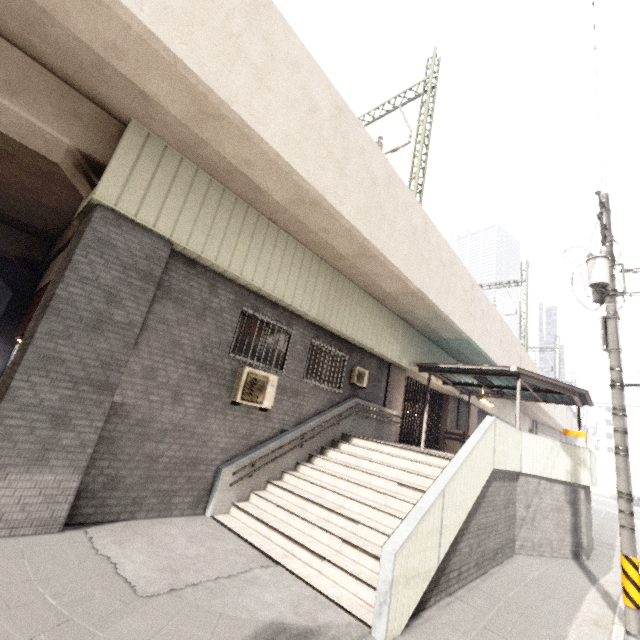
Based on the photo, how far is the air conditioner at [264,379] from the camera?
7.5m

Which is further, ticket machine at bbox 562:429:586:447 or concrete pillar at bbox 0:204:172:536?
ticket machine at bbox 562:429:586:447

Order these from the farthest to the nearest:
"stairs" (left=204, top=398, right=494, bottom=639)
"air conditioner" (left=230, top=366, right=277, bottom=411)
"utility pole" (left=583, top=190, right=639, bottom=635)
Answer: "air conditioner" (left=230, top=366, right=277, bottom=411), "utility pole" (left=583, top=190, right=639, bottom=635), "stairs" (left=204, top=398, right=494, bottom=639)

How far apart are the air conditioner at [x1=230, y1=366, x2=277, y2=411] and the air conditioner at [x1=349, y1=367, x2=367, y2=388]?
3.3m

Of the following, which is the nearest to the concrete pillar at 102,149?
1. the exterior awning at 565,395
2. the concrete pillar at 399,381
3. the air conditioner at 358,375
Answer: the air conditioner at 358,375

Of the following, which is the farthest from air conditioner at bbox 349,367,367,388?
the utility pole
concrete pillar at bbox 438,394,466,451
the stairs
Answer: concrete pillar at bbox 438,394,466,451

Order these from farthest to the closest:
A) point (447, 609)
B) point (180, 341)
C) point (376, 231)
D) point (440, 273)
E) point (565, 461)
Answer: point (440, 273) < point (565, 461) < point (376, 231) < point (180, 341) < point (447, 609)

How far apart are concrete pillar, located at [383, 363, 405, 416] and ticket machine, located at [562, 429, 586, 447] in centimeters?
632cm
